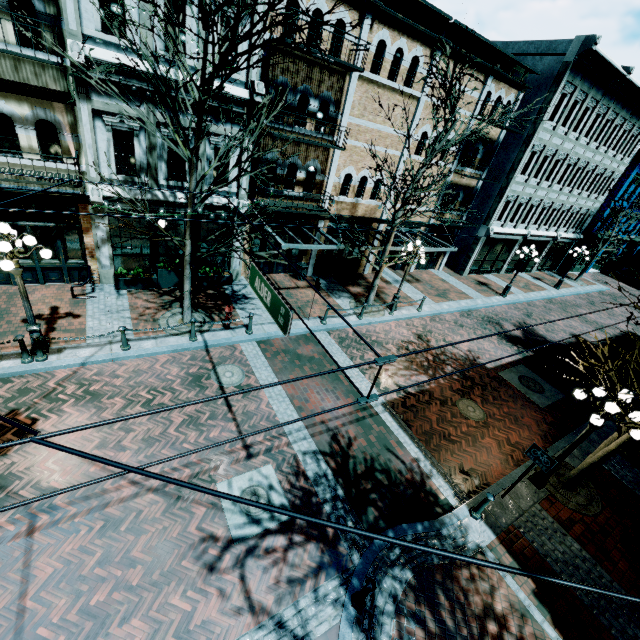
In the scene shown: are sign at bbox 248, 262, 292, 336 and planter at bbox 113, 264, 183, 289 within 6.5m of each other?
no

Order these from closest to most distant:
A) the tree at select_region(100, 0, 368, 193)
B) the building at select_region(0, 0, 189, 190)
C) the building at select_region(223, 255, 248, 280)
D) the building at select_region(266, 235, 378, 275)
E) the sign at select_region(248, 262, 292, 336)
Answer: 1. the sign at select_region(248, 262, 292, 336)
2. the tree at select_region(100, 0, 368, 193)
3. the building at select_region(0, 0, 189, 190)
4. the building at select_region(223, 255, 248, 280)
5. the building at select_region(266, 235, 378, 275)

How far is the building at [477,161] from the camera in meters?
18.2 m

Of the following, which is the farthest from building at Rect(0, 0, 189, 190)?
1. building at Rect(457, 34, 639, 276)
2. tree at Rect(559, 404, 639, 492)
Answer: tree at Rect(559, 404, 639, 492)

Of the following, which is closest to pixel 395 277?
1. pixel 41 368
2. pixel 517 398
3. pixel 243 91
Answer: pixel 517 398

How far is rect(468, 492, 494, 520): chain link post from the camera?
7.5m

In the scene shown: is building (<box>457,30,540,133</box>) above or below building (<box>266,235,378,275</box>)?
above

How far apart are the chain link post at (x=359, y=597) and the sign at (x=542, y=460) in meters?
4.7 m
